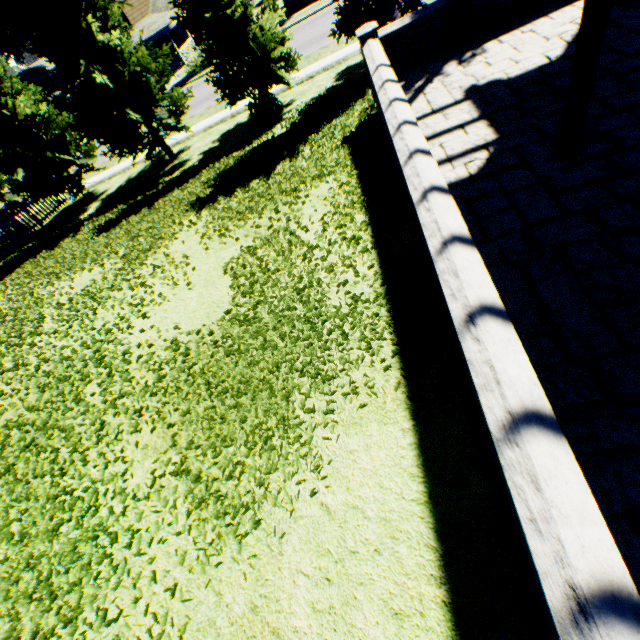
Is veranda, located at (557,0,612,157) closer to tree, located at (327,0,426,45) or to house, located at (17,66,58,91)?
tree, located at (327,0,426,45)

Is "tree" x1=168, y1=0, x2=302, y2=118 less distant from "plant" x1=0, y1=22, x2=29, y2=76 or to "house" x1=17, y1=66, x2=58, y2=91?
"plant" x1=0, y1=22, x2=29, y2=76

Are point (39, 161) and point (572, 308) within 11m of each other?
no

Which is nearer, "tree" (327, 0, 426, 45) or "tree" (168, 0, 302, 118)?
"tree" (327, 0, 426, 45)

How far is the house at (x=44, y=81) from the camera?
56.64m

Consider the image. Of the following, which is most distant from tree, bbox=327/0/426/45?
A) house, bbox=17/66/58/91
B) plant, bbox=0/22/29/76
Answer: house, bbox=17/66/58/91

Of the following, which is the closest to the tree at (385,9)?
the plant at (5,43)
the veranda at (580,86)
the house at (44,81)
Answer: the plant at (5,43)
